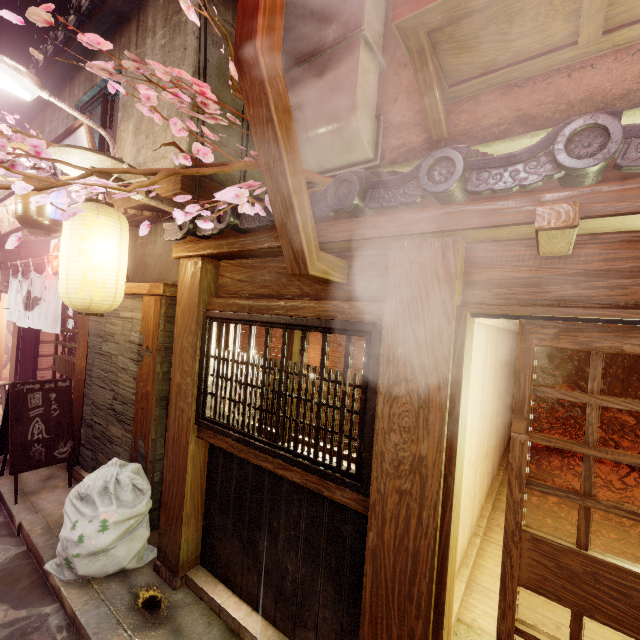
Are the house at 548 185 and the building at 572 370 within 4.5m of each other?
no

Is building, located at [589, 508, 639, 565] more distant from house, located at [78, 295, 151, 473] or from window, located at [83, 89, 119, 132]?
window, located at [83, 89, 119, 132]

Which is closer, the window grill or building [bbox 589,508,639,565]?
the window grill

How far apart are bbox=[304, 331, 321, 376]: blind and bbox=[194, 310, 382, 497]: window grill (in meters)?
0.62

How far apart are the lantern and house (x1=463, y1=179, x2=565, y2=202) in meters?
5.9

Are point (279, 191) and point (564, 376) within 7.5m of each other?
no

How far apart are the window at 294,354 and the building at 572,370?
13.7 meters

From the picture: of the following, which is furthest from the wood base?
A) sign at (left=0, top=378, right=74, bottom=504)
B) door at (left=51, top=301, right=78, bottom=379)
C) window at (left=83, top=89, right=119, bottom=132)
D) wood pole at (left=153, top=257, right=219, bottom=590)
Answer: wood pole at (left=153, top=257, right=219, bottom=590)
